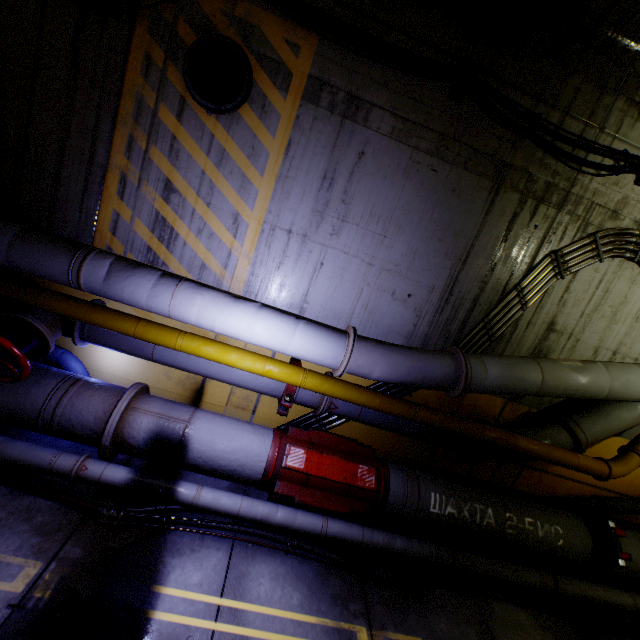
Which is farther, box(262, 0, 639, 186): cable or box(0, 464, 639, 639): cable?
box(262, 0, 639, 186): cable

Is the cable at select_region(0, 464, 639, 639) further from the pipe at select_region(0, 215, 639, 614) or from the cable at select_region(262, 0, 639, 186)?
the cable at select_region(262, 0, 639, 186)

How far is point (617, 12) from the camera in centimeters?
387cm

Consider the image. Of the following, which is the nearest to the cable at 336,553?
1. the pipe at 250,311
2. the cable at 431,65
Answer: the pipe at 250,311

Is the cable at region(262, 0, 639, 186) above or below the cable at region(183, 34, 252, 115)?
above

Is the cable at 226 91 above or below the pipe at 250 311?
above

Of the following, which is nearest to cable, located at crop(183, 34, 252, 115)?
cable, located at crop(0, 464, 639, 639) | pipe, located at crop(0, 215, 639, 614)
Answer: pipe, located at crop(0, 215, 639, 614)
